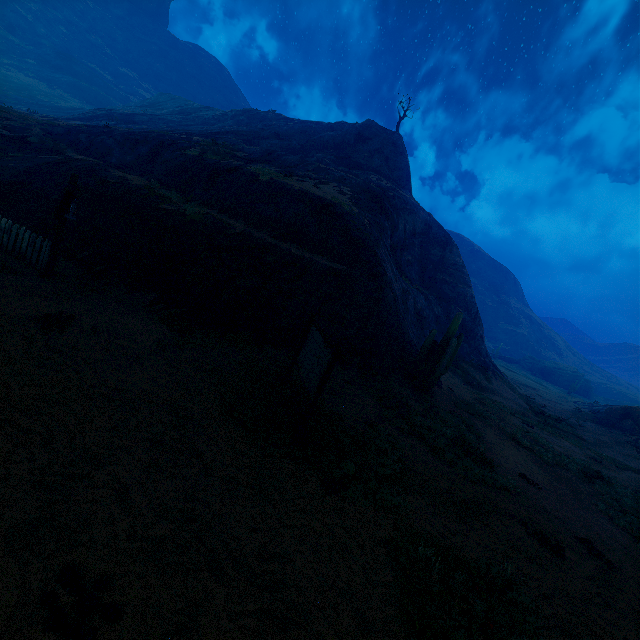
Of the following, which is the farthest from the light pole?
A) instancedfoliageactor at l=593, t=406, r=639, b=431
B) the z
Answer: instancedfoliageactor at l=593, t=406, r=639, b=431

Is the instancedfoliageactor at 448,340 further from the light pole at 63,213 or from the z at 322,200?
the light pole at 63,213

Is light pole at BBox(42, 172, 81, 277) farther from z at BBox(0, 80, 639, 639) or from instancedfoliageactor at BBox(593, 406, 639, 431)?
instancedfoliageactor at BBox(593, 406, 639, 431)

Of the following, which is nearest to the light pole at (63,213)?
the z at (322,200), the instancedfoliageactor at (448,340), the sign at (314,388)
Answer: the z at (322,200)

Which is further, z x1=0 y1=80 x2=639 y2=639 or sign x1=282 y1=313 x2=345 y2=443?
sign x1=282 y1=313 x2=345 y2=443

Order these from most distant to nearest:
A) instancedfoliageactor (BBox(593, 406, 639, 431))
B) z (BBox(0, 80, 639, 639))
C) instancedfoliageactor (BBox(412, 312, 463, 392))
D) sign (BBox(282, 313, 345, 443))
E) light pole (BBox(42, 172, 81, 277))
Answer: instancedfoliageactor (BBox(593, 406, 639, 431)) < instancedfoliageactor (BBox(412, 312, 463, 392)) < light pole (BBox(42, 172, 81, 277)) < sign (BBox(282, 313, 345, 443)) < z (BBox(0, 80, 639, 639))

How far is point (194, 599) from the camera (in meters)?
3.31

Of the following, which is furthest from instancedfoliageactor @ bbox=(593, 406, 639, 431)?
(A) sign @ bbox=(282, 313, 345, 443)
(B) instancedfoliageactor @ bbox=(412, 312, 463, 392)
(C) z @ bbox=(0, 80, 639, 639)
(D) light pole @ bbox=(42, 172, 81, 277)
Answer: (D) light pole @ bbox=(42, 172, 81, 277)
